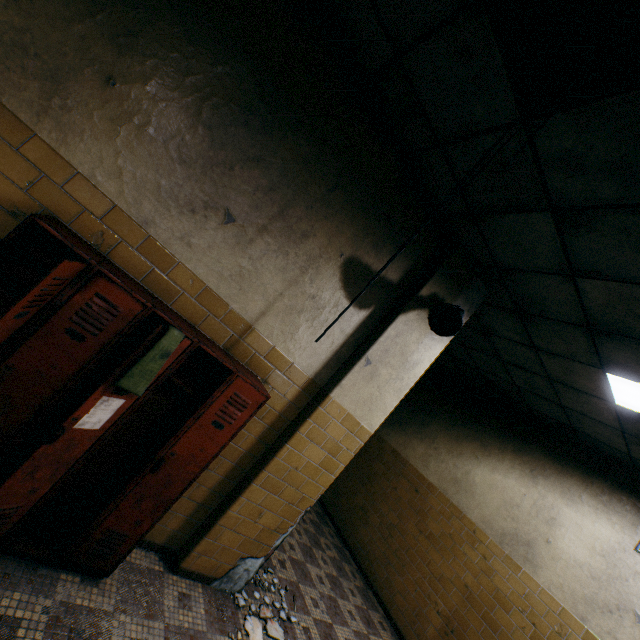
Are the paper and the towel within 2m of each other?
yes

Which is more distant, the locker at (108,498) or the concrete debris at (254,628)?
the concrete debris at (254,628)

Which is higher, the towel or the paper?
the towel

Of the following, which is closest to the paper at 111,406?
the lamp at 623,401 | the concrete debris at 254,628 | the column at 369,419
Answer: the column at 369,419

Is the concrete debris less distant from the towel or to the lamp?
the towel

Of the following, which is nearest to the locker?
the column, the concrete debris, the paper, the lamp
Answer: the paper

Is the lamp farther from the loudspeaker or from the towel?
the towel

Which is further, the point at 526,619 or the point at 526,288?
the point at 526,619
